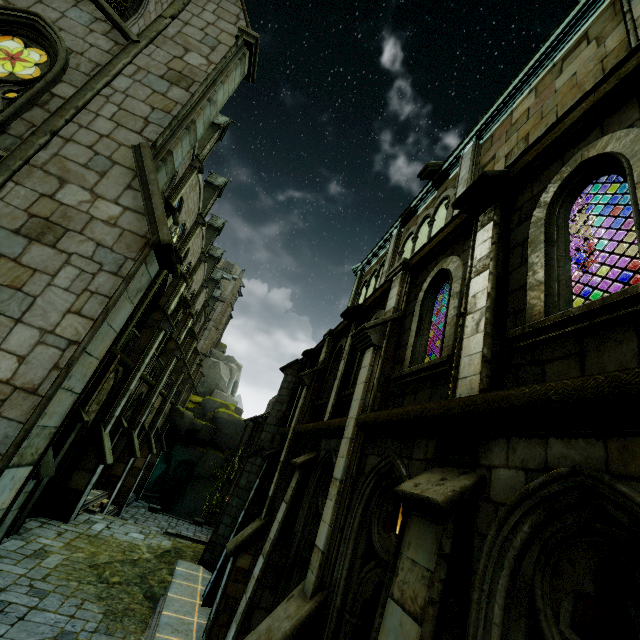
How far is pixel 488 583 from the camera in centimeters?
241cm

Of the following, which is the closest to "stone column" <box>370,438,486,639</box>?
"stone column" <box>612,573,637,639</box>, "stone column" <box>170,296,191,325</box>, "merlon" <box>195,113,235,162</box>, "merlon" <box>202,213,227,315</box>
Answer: "stone column" <box>612,573,637,639</box>

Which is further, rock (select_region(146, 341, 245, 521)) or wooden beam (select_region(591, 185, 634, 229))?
rock (select_region(146, 341, 245, 521))

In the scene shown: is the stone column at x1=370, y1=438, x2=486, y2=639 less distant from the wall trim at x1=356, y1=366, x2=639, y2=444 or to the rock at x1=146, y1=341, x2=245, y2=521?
the wall trim at x1=356, y1=366, x2=639, y2=444

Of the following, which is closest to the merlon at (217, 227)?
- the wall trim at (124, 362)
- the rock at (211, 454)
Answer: the rock at (211, 454)

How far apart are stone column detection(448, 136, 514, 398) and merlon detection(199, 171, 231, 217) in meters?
25.0

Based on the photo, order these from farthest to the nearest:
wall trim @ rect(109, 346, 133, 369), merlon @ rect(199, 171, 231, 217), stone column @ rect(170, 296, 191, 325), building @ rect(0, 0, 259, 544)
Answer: merlon @ rect(199, 171, 231, 217)
stone column @ rect(170, 296, 191, 325)
wall trim @ rect(109, 346, 133, 369)
building @ rect(0, 0, 259, 544)

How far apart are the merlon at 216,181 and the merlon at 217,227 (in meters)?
10.60
